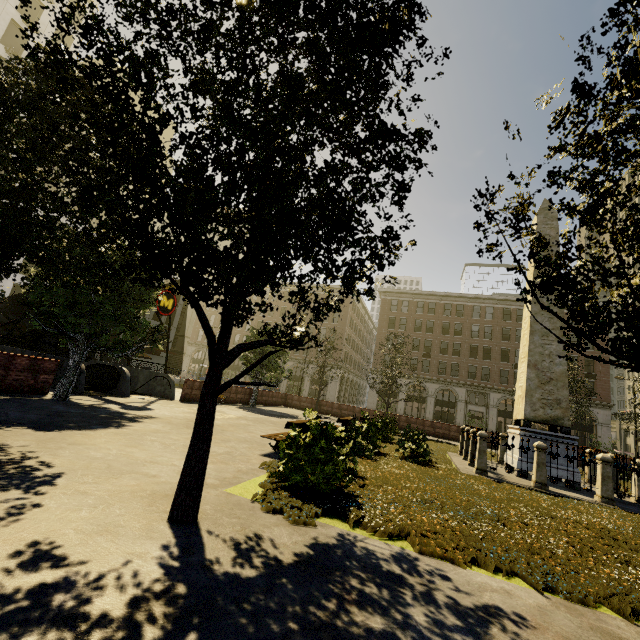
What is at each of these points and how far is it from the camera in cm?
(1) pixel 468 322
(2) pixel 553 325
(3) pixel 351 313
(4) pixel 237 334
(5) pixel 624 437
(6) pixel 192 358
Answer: (1) building, 4728
(2) obelisk, 1295
(3) building, 5494
(4) building, 5816
(5) building, 5975
(6) building, 5991

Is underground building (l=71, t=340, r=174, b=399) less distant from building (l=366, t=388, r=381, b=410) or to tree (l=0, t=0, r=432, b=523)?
tree (l=0, t=0, r=432, b=523)

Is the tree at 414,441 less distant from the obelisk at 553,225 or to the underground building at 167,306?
the underground building at 167,306

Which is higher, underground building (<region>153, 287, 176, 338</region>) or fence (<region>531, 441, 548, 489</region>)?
underground building (<region>153, 287, 176, 338</region>)

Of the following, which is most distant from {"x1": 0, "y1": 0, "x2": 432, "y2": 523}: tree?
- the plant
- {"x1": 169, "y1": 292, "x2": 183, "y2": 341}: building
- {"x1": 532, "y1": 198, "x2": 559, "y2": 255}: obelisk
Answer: {"x1": 169, "y1": 292, "x2": 183, "y2": 341}: building

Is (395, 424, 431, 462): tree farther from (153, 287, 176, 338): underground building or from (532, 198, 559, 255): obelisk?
(532, 198, 559, 255): obelisk

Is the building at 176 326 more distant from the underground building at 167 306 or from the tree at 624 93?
the tree at 624 93

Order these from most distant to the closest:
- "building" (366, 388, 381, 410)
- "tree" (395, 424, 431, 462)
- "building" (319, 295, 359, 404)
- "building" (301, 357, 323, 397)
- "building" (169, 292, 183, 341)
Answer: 1. "building" (169, 292, 183, 341)
2. "building" (301, 357, 323, 397)
3. "building" (319, 295, 359, 404)
4. "building" (366, 388, 381, 410)
5. "tree" (395, 424, 431, 462)
